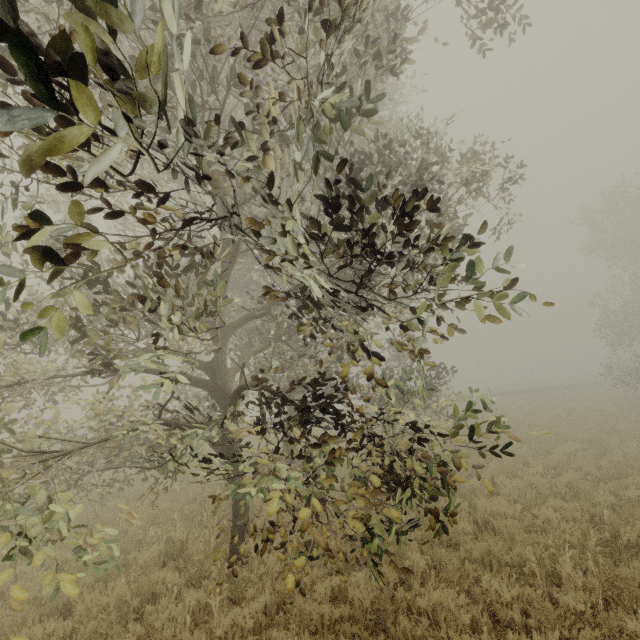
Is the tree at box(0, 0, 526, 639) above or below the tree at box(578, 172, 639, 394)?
below

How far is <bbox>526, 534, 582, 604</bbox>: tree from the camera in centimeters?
491cm

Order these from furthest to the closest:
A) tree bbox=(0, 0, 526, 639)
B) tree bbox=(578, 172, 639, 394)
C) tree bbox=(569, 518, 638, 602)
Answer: tree bbox=(578, 172, 639, 394) < tree bbox=(569, 518, 638, 602) < tree bbox=(0, 0, 526, 639)

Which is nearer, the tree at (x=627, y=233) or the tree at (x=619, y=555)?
the tree at (x=619, y=555)

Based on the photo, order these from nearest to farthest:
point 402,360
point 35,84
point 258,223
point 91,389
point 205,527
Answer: point 35,84 → point 258,223 → point 205,527 → point 402,360 → point 91,389

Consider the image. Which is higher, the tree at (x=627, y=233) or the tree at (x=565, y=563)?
the tree at (x=627, y=233)
